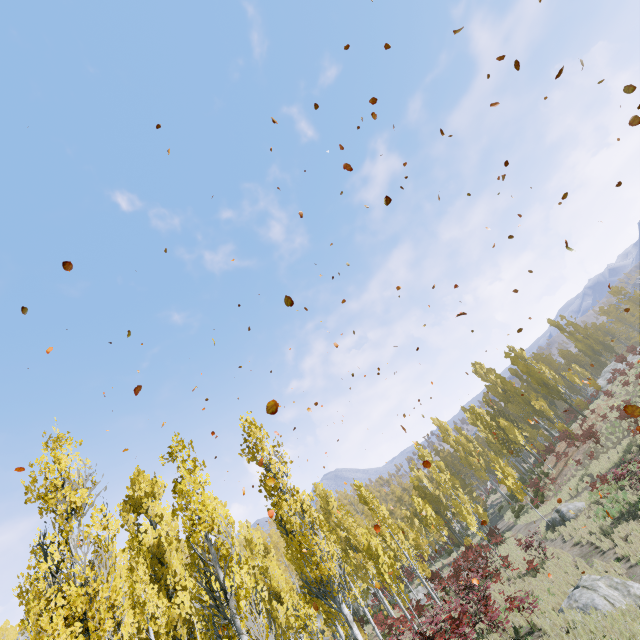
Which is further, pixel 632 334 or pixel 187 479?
pixel 632 334

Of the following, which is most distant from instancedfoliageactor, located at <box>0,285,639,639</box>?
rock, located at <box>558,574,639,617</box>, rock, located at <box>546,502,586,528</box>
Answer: rock, located at <box>546,502,586,528</box>

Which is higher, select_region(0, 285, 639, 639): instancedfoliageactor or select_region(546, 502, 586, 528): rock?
select_region(0, 285, 639, 639): instancedfoliageactor

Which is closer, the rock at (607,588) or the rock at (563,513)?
the rock at (607,588)

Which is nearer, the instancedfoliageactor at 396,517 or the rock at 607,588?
the instancedfoliageactor at 396,517

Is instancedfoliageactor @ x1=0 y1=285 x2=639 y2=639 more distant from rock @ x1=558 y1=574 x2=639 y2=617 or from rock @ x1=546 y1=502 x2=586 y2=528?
rock @ x1=546 y1=502 x2=586 y2=528

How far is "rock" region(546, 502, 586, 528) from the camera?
21.82m
